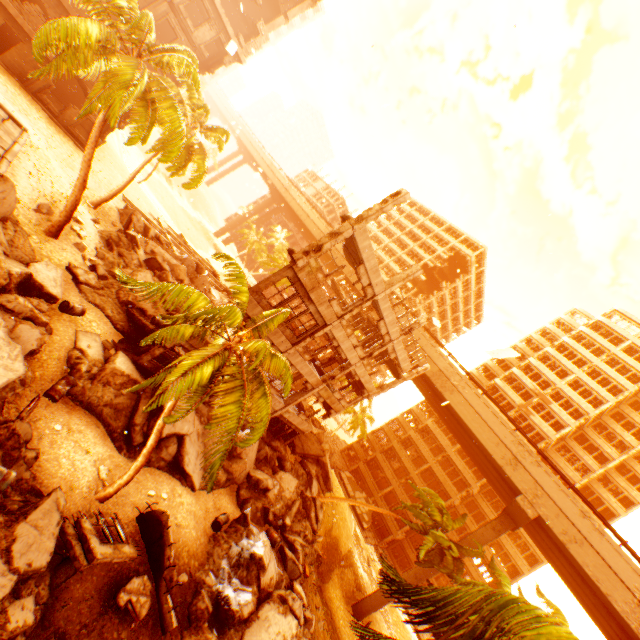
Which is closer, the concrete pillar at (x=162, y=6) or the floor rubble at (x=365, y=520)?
the concrete pillar at (x=162, y=6)

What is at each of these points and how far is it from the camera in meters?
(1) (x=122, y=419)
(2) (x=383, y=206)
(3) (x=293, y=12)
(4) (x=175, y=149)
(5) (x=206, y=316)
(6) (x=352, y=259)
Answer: (1) rock pile, 13.2
(2) pillar, 14.4
(3) concrete pillar, 30.1
(4) rubble, 15.1
(5) rubble, 9.2
(6) floor rubble, 19.0

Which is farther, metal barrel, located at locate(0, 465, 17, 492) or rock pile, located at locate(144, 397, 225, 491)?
rock pile, located at locate(144, 397, 225, 491)

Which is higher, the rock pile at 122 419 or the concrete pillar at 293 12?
the concrete pillar at 293 12

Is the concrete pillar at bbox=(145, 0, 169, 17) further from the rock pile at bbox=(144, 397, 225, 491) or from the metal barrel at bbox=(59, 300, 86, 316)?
the metal barrel at bbox=(59, 300, 86, 316)

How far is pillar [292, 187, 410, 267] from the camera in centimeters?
1441cm

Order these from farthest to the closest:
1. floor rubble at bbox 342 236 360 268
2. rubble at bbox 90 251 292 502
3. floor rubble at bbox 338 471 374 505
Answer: floor rubble at bbox 338 471 374 505
floor rubble at bbox 342 236 360 268
rubble at bbox 90 251 292 502

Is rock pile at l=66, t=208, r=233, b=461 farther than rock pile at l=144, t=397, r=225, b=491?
No
